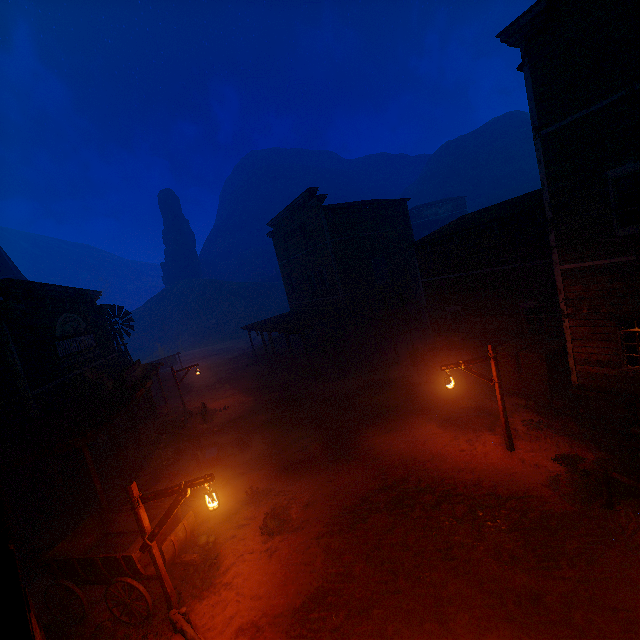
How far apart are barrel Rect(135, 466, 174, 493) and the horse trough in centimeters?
89cm

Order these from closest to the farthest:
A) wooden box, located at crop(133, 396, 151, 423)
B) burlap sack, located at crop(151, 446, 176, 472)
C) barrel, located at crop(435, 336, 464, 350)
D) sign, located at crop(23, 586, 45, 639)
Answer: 1. sign, located at crop(23, 586, 45, 639)
2. burlap sack, located at crop(151, 446, 176, 472)
3. barrel, located at crop(435, 336, 464, 350)
4. wooden box, located at crop(133, 396, 151, 423)

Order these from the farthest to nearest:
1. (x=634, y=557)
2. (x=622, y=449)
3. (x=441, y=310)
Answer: (x=441, y=310), (x=622, y=449), (x=634, y=557)

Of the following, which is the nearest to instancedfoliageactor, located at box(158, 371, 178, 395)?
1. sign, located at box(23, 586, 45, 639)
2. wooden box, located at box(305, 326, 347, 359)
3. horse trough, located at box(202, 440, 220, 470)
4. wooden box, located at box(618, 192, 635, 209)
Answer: wooden box, located at box(305, 326, 347, 359)

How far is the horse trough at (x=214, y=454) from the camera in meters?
13.1 m

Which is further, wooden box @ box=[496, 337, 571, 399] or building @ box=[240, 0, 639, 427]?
wooden box @ box=[496, 337, 571, 399]

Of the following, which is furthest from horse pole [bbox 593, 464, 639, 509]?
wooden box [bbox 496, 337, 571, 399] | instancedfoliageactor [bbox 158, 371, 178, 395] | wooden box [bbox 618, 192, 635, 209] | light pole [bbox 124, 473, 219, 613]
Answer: instancedfoliageactor [bbox 158, 371, 178, 395]

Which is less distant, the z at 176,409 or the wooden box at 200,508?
the wooden box at 200,508
